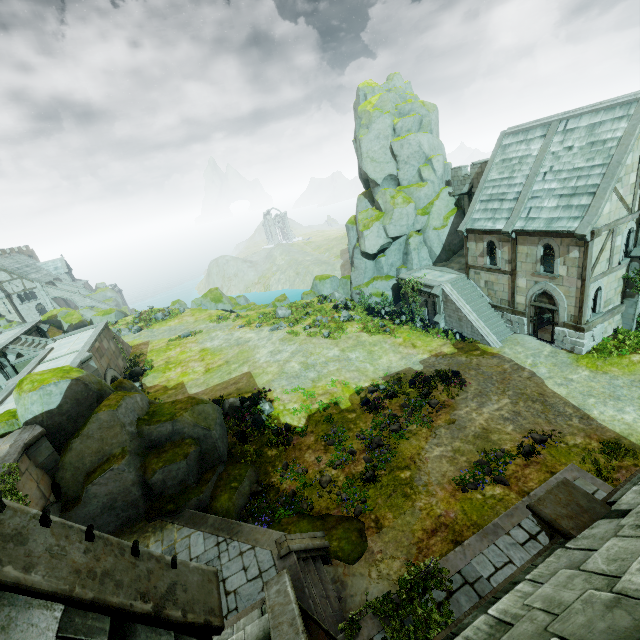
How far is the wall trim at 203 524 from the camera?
10.55m

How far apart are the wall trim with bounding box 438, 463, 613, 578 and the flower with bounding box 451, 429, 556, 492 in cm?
118

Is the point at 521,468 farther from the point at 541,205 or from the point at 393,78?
the point at 393,78

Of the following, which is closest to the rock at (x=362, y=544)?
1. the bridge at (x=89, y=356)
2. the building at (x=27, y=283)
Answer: the bridge at (x=89, y=356)

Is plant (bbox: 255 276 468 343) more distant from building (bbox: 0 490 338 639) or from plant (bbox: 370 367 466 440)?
building (bbox: 0 490 338 639)

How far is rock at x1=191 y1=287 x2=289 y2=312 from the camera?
38.92m

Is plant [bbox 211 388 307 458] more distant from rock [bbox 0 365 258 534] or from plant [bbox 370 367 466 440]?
plant [bbox 370 367 466 440]

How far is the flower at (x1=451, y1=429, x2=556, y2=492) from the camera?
13.37m
